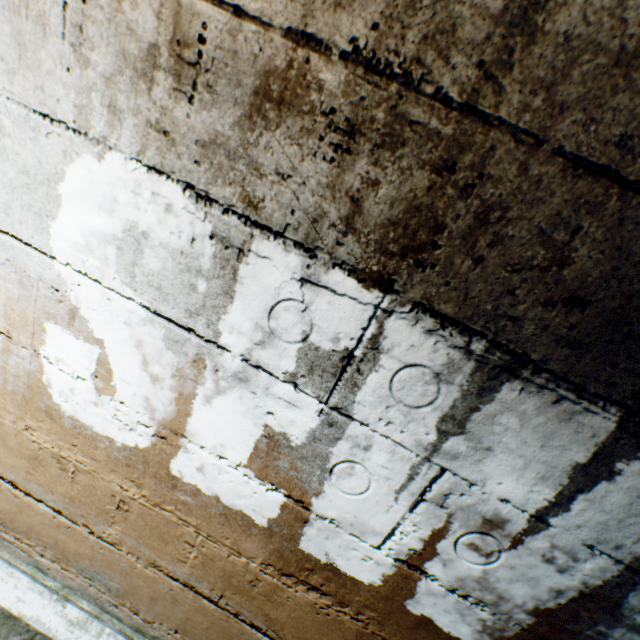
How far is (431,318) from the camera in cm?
69
